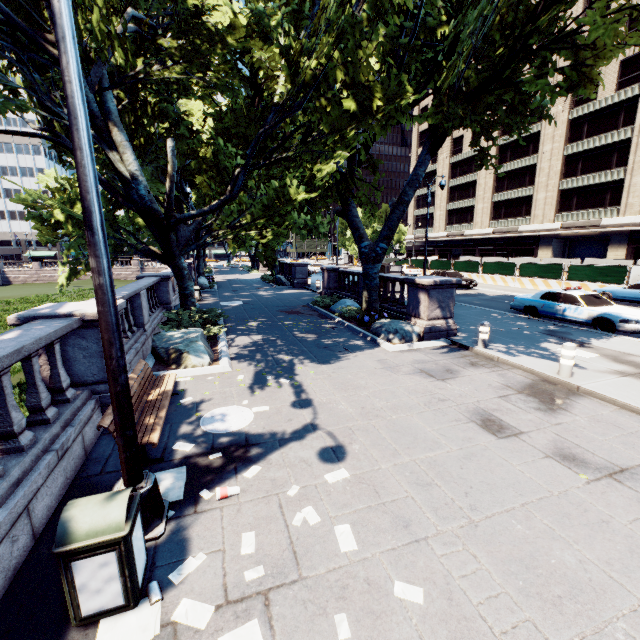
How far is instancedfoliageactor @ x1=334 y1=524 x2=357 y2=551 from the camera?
3.56m

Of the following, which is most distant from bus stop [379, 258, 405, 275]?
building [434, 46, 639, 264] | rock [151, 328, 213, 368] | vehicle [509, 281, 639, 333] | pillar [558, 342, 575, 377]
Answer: building [434, 46, 639, 264]

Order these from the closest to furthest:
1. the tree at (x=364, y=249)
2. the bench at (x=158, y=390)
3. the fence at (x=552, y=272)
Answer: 1. the bench at (x=158, y=390)
2. the tree at (x=364, y=249)
3. the fence at (x=552, y=272)

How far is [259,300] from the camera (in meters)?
21.77

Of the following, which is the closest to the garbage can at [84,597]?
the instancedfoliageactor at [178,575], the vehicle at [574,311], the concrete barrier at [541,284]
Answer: the instancedfoliageactor at [178,575]

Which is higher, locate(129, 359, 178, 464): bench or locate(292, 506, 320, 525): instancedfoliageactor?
locate(129, 359, 178, 464): bench

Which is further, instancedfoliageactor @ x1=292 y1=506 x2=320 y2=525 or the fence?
the fence

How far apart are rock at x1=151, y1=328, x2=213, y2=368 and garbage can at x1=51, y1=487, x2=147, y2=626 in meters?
5.8
